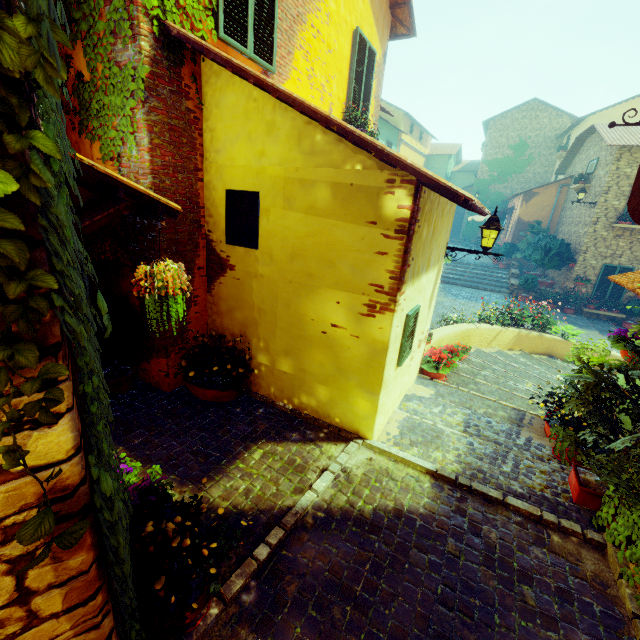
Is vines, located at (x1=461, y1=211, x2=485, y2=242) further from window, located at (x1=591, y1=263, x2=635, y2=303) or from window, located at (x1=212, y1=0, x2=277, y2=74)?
window, located at (x1=212, y1=0, x2=277, y2=74)

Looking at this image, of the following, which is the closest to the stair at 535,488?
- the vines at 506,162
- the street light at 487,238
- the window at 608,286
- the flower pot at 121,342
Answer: the window at 608,286

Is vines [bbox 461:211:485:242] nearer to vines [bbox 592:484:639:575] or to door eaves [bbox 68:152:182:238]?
vines [bbox 592:484:639:575]

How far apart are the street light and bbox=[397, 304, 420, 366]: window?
1.8 meters

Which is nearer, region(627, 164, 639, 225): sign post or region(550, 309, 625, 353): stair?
region(627, 164, 639, 225): sign post

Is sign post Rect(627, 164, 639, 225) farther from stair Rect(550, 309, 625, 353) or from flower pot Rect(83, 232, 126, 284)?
flower pot Rect(83, 232, 126, 284)

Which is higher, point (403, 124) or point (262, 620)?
point (403, 124)

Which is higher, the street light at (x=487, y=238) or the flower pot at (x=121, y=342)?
A: the street light at (x=487, y=238)
